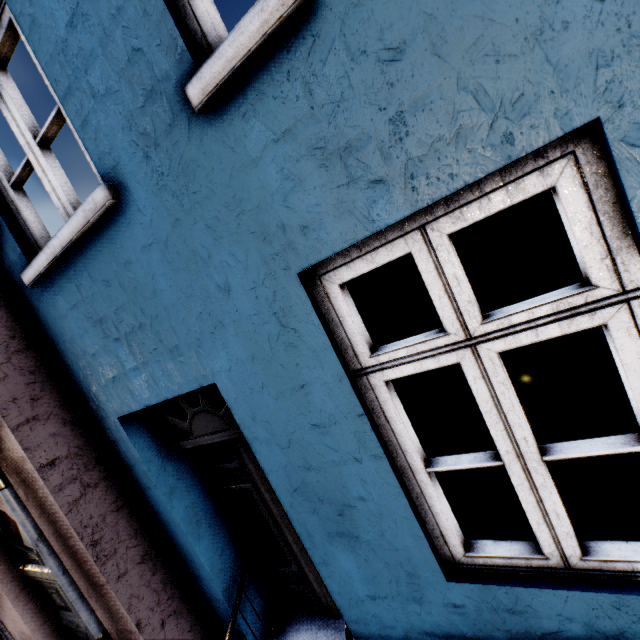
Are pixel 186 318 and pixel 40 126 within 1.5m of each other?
no
